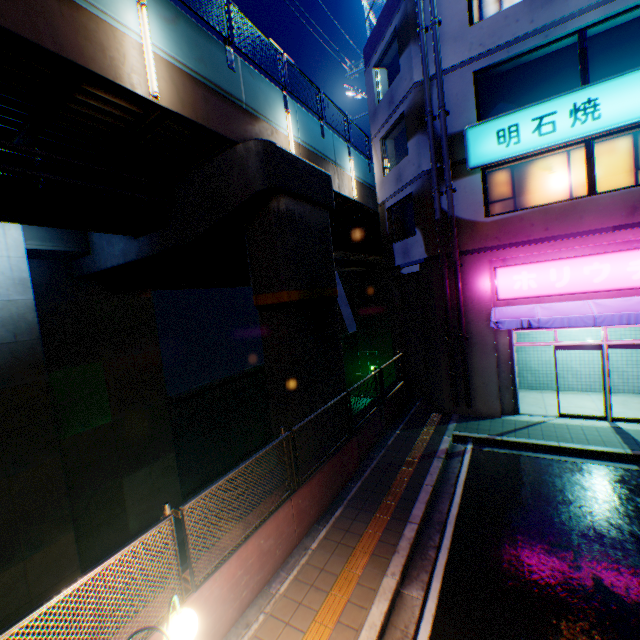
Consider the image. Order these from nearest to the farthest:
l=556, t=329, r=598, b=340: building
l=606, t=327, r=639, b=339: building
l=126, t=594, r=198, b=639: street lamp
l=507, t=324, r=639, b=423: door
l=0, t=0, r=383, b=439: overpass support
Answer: l=126, t=594, r=198, b=639: street lamp
l=0, t=0, r=383, b=439: overpass support
l=507, t=324, r=639, b=423: door
l=606, t=327, r=639, b=339: building
l=556, t=329, r=598, b=340: building

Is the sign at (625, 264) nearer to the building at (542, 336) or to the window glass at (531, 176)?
the building at (542, 336)

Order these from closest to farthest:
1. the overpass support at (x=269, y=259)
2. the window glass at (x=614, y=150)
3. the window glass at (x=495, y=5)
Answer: the overpass support at (x=269, y=259), the window glass at (x=614, y=150), the window glass at (x=495, y=5)

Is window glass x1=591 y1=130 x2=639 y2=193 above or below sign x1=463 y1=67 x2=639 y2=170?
below

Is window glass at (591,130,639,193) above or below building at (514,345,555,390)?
above

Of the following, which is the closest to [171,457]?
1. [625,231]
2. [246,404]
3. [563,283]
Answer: [246,404]

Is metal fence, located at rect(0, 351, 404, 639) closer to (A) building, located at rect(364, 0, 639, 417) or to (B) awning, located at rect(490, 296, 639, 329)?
(A) building, located at rect(364, 0, 639, 417)

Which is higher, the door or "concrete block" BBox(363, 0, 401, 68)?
"concrete block" BBox(363, 0, 401, 68)
